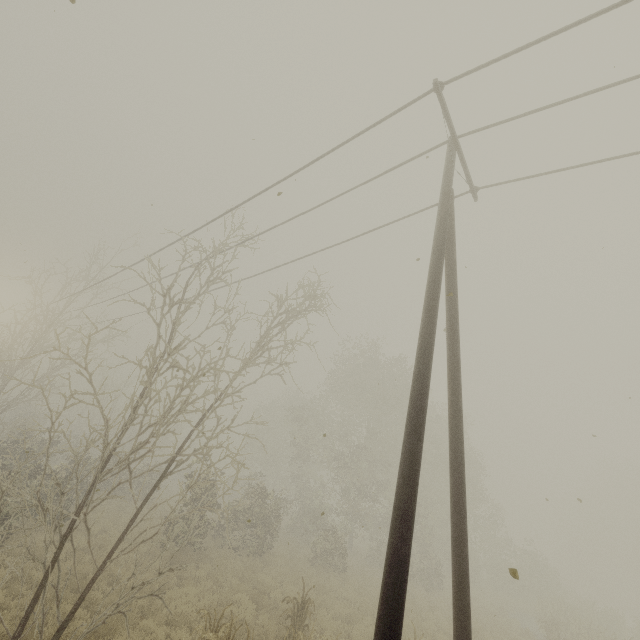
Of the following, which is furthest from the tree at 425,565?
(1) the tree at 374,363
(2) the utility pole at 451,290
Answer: (2) the utility pole at 451,290

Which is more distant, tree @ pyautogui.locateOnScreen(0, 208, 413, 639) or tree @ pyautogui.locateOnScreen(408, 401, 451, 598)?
tree @ pyautogui.locateOnScreen(408, 401, 451, 598)

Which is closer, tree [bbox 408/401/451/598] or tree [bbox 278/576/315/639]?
tree [bbox 278/576/315/639]

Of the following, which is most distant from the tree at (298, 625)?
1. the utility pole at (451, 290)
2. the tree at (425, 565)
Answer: the tree at (425, 565)

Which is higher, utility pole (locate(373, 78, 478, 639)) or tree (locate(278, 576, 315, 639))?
utility pole (locate(373, 78, 478, 639))

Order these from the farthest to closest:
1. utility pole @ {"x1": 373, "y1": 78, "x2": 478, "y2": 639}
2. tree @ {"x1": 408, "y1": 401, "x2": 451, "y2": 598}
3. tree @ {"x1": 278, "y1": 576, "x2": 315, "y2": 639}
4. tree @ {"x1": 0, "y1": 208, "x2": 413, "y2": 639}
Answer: tree @ {"x1": 408, "y1": 401, "x2": 451, "y2": 598} → tree @ {"x1": 278, "y1": 576, "x2": 315, "y2": 639} → tree @ {"x1": 0, "y1": 208, "x2": 413, "y2": 639} → utility pole @ {"x1": 373, "y1": 78, "x2": 478, "y2": 639}

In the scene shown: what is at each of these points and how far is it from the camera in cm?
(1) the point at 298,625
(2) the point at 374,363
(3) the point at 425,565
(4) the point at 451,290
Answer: (1) tree, 931
(2) tree, 3111
(3) tree, 2214
(4) utility pole, 604

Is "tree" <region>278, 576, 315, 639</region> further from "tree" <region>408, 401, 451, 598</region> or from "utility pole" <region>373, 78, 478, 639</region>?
"tree" <region>408, 401, 451, 598</region>
